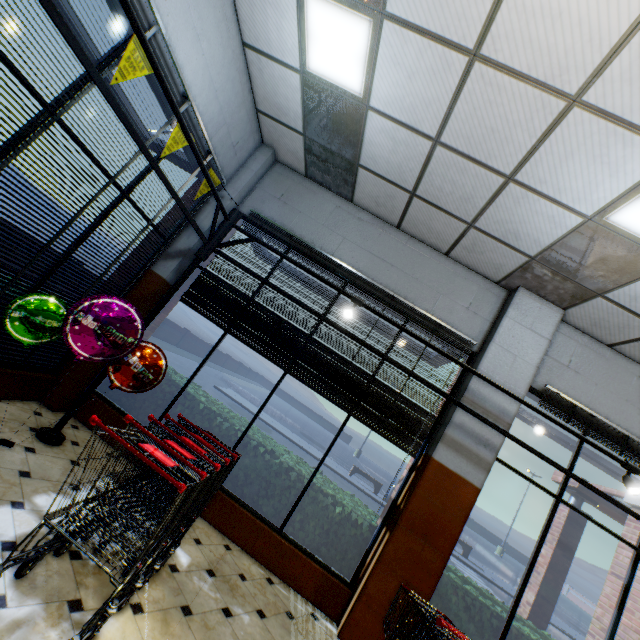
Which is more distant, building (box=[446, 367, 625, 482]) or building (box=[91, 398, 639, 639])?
building (box=[446, 367, 625, 482])

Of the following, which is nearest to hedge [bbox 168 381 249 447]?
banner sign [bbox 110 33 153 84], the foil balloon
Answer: the foil balloon

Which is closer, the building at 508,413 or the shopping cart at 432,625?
the shopping cart at 432,625

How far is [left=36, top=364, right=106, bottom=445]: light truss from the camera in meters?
3.5 m

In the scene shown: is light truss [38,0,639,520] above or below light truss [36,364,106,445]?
above

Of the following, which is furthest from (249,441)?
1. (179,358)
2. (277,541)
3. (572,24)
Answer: (179,358)

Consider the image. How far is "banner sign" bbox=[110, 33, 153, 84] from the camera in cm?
264

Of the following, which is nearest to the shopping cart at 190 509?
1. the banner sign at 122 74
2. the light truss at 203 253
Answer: the light truss at 203 253
